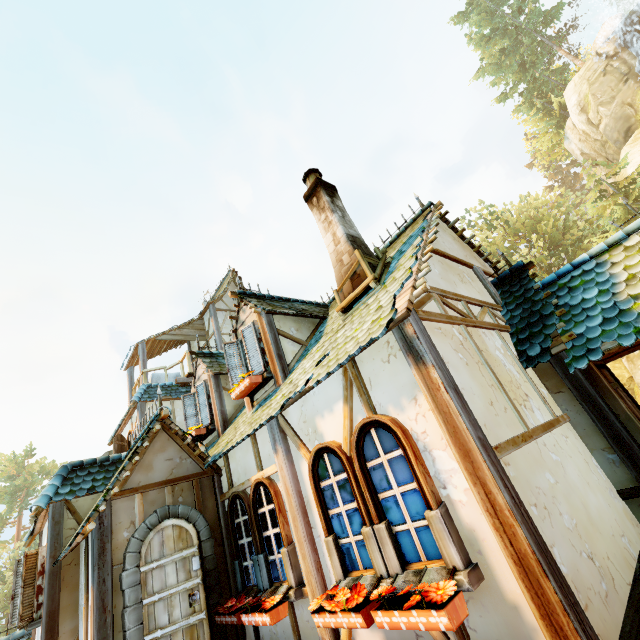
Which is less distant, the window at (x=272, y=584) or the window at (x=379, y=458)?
the window at (x=379, y=458)

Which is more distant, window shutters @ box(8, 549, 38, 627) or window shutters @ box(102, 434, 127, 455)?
window shutters @ box(102, 434, 127, 455)

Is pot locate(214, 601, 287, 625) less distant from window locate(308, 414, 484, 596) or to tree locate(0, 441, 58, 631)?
window locate(308, 414, 484, 596)

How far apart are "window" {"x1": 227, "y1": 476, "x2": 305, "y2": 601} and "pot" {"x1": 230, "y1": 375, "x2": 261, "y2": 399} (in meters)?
1.57

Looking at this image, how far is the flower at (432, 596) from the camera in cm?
240

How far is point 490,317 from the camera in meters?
5.2

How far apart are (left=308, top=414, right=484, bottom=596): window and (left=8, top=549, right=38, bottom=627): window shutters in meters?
6.5 m

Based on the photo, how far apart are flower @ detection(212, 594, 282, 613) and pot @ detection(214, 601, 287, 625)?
0.0m
